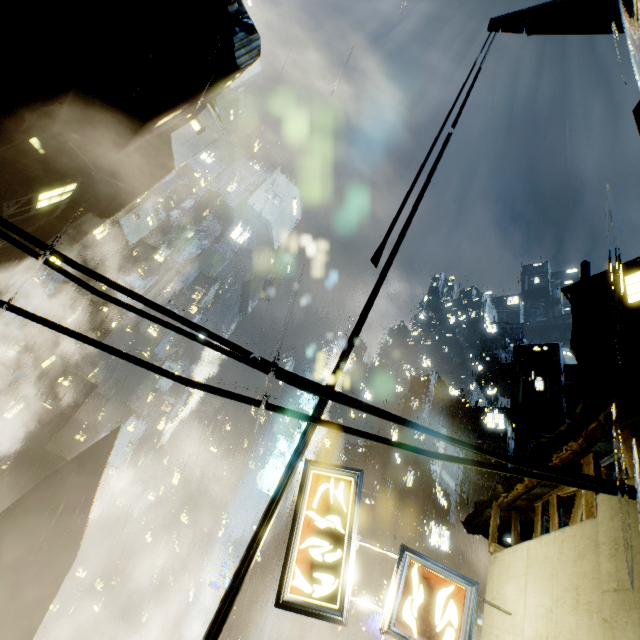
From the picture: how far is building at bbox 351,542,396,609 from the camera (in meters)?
35.94

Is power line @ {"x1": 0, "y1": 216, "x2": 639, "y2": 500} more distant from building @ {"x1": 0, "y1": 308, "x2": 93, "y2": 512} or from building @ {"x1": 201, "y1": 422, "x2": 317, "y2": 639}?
building @ {"x1": 0, "y1": 308, "x2": 93, "y2": 512}

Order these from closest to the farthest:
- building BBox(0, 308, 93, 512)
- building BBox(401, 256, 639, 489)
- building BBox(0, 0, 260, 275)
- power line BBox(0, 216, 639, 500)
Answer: power line BBox(0, 216, 639, 500), building BBox(401, 256, 639, 489), building BBox(0, 0, 260, 275), building BBox(0, 308, 93, 512)

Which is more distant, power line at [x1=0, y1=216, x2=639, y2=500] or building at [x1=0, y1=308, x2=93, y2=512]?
building at [x1=0, y1=308, x2=93, y2=512]

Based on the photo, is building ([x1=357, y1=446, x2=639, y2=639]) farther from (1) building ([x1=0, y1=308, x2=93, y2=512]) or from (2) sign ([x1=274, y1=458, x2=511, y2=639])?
(1) building ([x1=0, y1=308, x2=93, y2=512])

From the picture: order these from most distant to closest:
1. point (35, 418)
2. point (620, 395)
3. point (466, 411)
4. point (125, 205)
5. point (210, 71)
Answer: point (35, 418) < point (466, 411) < point (125, 205) < point (210, 71) < point (620, 395)

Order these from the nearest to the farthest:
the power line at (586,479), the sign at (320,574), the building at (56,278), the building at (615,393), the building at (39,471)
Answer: the power line at (586,479), the building at (615,393), the sign at (320,574), the building at (56,278), the building at (39,471)

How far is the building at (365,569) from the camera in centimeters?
3594cm
